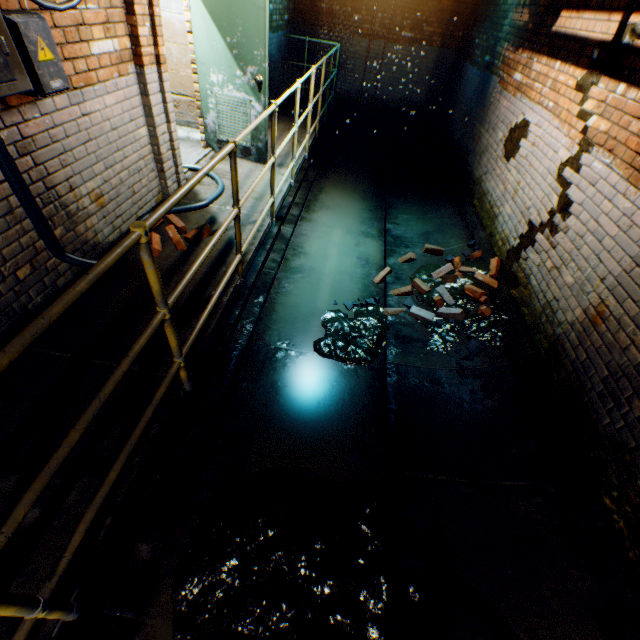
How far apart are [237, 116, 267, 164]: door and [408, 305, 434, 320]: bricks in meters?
3.1 m

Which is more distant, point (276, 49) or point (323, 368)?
point (276, 49)

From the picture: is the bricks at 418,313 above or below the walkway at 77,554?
below

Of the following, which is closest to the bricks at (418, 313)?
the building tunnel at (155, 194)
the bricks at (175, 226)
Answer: the building tunnel at (155, 194)

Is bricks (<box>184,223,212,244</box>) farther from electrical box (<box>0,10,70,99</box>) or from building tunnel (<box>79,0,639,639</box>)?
electrical box (<box>0,10,70,99</box>)

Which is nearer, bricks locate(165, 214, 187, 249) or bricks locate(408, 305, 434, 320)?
bricks locate(165, 214, 187, 249)

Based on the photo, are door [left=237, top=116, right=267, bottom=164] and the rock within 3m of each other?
no

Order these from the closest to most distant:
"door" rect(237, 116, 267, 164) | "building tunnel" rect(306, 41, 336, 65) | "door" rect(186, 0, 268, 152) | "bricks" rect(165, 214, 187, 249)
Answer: "bricks" rect(165, 214, 187, 249) < "door" rect(186, 0, 268, 152) < "door" rect(237, 116, 267, 164) < "building tunnel" rect(306, 41, 336, 65)
